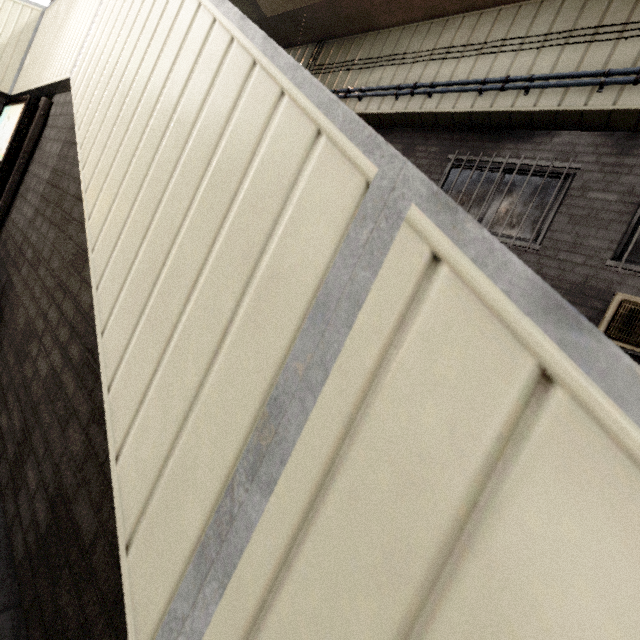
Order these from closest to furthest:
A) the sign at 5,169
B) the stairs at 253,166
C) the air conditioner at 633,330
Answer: the stairs at 253,166
the sign at 5,169
the air conditioner at 633,330

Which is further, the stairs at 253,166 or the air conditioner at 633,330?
the air conditioner at 633,330

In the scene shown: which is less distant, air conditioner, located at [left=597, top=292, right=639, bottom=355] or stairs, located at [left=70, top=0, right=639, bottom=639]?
stairs, located at [left=70, top=0, right=639, bottom=639]

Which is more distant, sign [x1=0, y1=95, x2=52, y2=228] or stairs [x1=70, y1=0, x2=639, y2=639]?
sign [x1=0, y1=95, x2=52, y2=228]

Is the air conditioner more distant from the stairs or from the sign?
the sign

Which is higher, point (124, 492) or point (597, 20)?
point (597, 20)

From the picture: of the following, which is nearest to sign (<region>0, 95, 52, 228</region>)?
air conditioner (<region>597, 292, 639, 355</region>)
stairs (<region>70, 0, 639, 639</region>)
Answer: stairs (<region>70, 0, 639, 639</region>)

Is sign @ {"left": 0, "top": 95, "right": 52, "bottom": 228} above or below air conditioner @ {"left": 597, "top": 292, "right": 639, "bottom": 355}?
below
